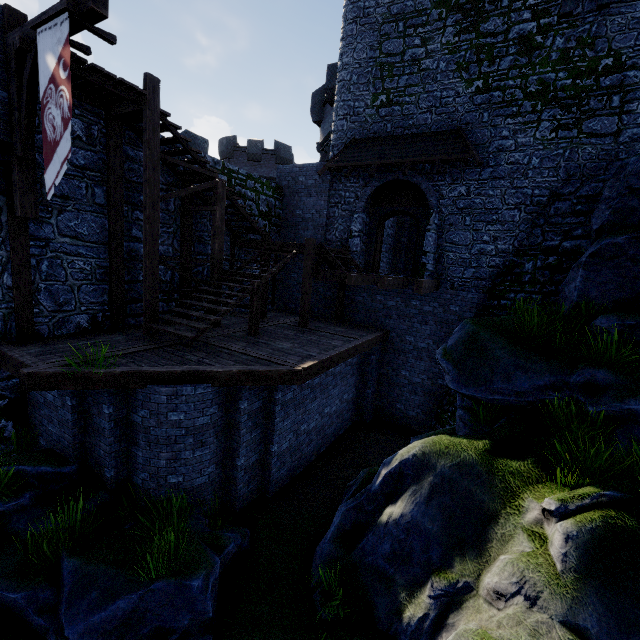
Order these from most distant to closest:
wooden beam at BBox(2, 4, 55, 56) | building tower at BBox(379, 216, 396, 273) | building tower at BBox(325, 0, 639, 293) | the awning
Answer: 1. building tower at BBox(379, 216, 396, 273)
2. the awning
3. building tower at BBox(325, 0, 639, 293)
4. wooden beam at BBox(2, 4, 55, 56)

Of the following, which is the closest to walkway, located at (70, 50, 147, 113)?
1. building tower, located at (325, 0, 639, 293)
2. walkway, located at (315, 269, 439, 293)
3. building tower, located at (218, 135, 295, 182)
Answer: walkway, located at (315, 269, 439, 293)

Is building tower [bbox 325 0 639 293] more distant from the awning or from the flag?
the flag

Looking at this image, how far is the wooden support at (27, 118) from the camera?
6.1m

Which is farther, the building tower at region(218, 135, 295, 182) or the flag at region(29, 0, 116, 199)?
the building tower at region(218, 135, 295, 182)

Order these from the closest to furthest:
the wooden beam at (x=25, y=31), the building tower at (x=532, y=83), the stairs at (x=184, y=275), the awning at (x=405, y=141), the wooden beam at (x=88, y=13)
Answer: the wooden beam at (x=88, y=13)
the wooden beam at (x=25, y=31)
the stairs at (x=184, y=275)
the building tower at (x=532, y=83)
the awning at (x=405, y=141)

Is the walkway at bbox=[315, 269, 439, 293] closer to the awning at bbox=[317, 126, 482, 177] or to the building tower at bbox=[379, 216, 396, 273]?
the building tower at bbox=[379, 216, 396, 273]

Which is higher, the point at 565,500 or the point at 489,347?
the point at 489,347
